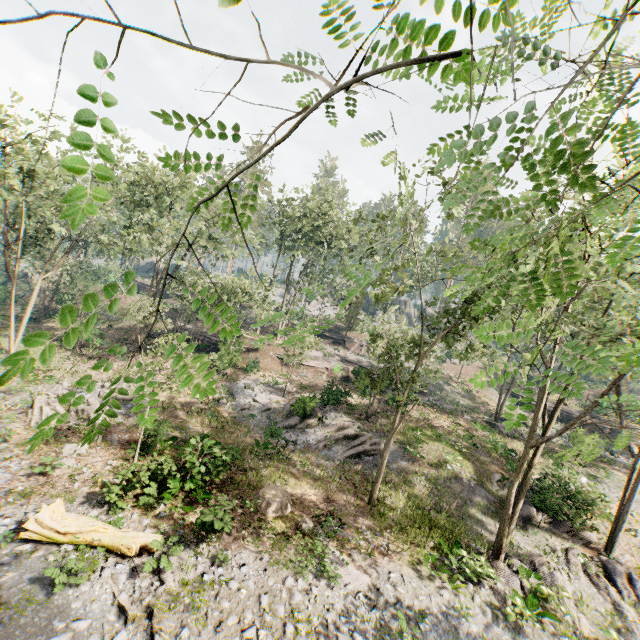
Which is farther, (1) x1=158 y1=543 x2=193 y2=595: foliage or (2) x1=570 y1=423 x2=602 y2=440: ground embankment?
(2) x1=570 y1=423 x2=602 y2=440: ground embankment

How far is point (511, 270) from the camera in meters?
32.8 m

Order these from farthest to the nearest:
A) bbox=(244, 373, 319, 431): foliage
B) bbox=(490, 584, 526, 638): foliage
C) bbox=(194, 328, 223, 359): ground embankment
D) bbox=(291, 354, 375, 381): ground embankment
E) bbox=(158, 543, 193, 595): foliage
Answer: bbox=(291, 354, 375, 381): ground embankment
bbox=(194, 328, 223, 359): ground embankment
bbox=(244, 373, 319, 431): foliage
bbox=(490, 584, 526, 638): foliage
bbox=(158, 543, 193, 595): foliage

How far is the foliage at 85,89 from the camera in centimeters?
89cm

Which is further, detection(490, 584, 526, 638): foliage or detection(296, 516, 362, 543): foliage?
detection(296, 516, 362, 543): foliage

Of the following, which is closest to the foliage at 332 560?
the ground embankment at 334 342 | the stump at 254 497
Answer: the ground embankment at 334 342

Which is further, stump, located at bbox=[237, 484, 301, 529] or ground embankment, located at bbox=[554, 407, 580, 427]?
ground embankment, located at bbox=[554, 407, 580, 427]

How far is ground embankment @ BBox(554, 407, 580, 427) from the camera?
39.4 meters
